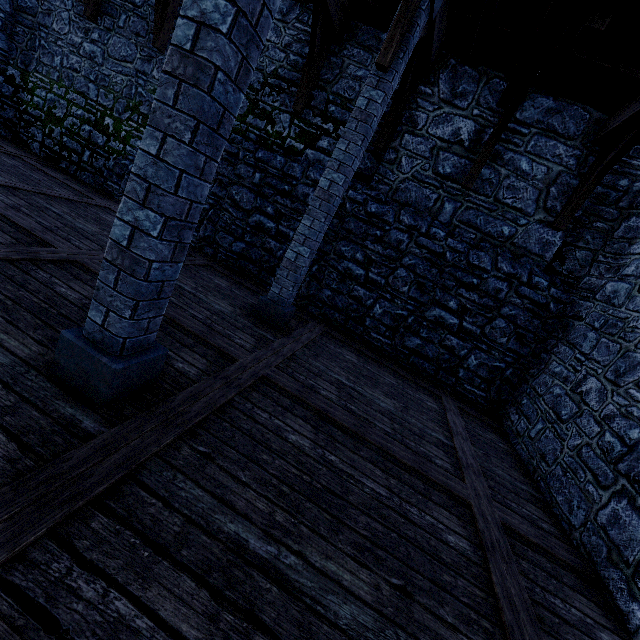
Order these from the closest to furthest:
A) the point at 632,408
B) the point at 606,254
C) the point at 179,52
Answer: the point at 179,52 < the point at 632,408 < the point at 606,254

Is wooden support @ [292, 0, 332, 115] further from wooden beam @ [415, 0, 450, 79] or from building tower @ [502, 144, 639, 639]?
wooden beam @ [415, 0, 450, 79]

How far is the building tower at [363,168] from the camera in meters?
6.8

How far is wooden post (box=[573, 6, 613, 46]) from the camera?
4.2 meters

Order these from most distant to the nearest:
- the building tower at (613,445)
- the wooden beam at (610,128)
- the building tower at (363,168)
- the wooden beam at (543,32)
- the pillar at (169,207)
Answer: the building tower at (363,168) < the wooden beam at (610,128) < the wooden beam at (543,32) < the building tower at (613,445) < the pillar at (169,207)

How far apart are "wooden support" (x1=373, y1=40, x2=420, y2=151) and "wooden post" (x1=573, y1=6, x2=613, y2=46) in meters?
2.4

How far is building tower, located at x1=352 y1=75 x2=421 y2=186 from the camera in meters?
6.8 m

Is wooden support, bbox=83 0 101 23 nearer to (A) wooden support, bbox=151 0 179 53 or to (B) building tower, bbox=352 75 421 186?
(B) building tower, bbox=352 75 421 186
